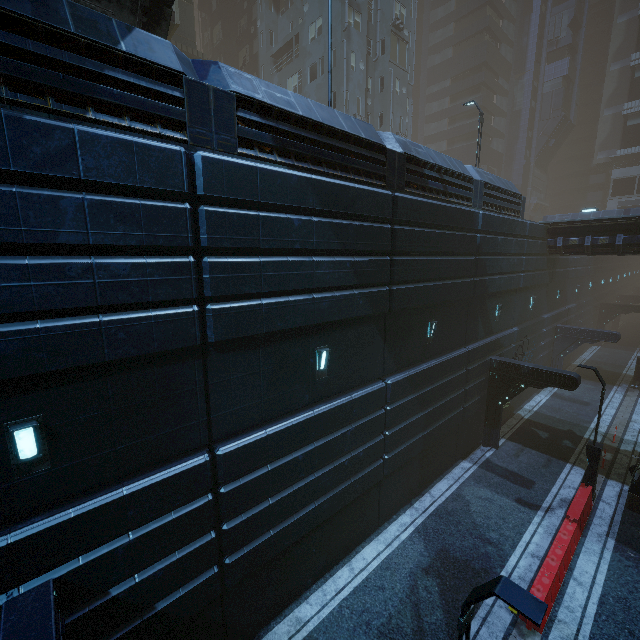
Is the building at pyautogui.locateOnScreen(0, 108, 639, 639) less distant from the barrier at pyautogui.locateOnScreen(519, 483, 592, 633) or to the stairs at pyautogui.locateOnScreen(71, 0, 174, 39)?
the stairs at pyautogui.locateOnScreen(71, 0, 174, 39)

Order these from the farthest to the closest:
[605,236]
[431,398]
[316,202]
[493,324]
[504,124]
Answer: [504,124] < [605,236] < [493,324] < [431,398] < [316,202]

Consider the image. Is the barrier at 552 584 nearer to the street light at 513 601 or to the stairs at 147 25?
the street light at 513 601

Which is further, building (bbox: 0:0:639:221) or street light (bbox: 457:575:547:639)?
building (bbox: 0:0:639:221)

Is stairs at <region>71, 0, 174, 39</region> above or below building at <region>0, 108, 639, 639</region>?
above

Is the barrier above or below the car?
below

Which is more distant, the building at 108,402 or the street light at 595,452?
the street light at 595,452

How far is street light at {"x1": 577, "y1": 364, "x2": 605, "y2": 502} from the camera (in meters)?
12.62
